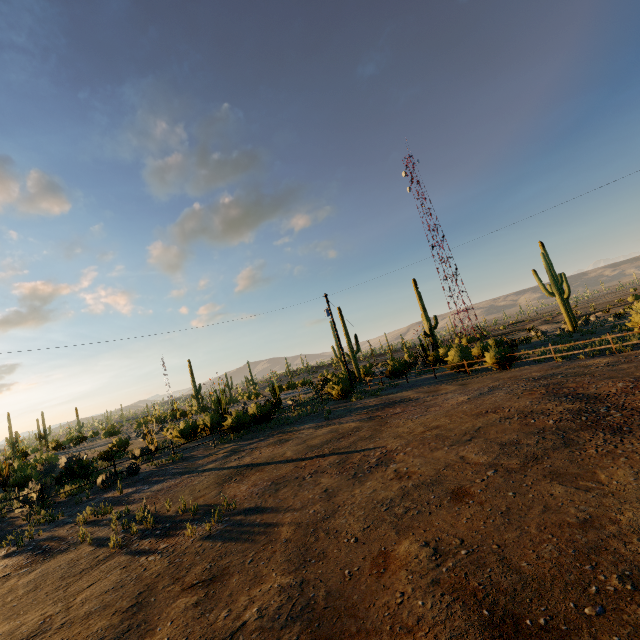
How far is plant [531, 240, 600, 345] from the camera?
26.98m

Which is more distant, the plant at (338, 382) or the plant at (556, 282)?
the plant at (556, 282)

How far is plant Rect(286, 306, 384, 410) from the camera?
23.92m

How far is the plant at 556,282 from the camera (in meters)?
26.98

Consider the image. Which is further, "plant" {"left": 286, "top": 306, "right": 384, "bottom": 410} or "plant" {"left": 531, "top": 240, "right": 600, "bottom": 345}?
"plant" {"left": 531, "top": 240, "right": 600, "bottom": 345}

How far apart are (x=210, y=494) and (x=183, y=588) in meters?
4.8
